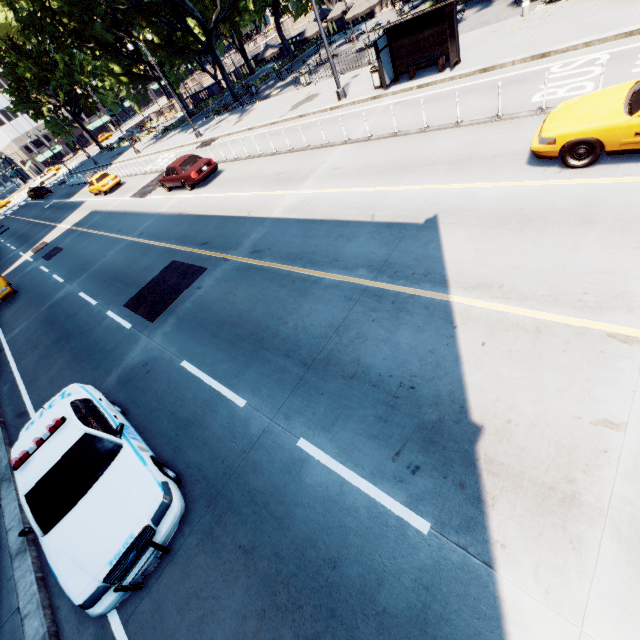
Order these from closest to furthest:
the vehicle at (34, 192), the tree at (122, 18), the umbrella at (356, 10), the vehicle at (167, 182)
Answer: the vehicle at (167, 182), the umbrella at (356, 10), the tree at (122, 18), the vehicle at (34, 192)

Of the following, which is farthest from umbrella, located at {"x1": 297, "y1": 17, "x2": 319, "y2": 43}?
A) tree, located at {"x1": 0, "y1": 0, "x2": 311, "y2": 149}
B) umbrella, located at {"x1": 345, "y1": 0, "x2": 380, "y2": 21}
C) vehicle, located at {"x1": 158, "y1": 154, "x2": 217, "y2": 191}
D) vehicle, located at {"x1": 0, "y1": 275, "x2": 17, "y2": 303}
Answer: vehicle, located at {"x1": 0, "y1": 275, "x2": 17, "y2": 303}

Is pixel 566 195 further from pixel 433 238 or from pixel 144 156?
pixel 144 156

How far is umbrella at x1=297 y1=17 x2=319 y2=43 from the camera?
26.45m

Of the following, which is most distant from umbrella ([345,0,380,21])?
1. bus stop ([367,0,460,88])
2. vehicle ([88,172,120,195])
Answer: vehicle ([88,172,120,195])

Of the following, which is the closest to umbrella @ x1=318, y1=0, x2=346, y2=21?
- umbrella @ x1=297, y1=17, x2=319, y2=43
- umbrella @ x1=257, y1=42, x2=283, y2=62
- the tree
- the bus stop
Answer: the tree

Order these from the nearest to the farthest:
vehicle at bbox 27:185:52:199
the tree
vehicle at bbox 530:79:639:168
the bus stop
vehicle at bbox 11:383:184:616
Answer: vehicle at bbox 11:383:184:616 → vehicle at bbox 530:79:639:168 → the bus stop → the tree → vehicle at bbox 27:185:52:199

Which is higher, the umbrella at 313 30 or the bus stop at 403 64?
the umbrella at 313 30
